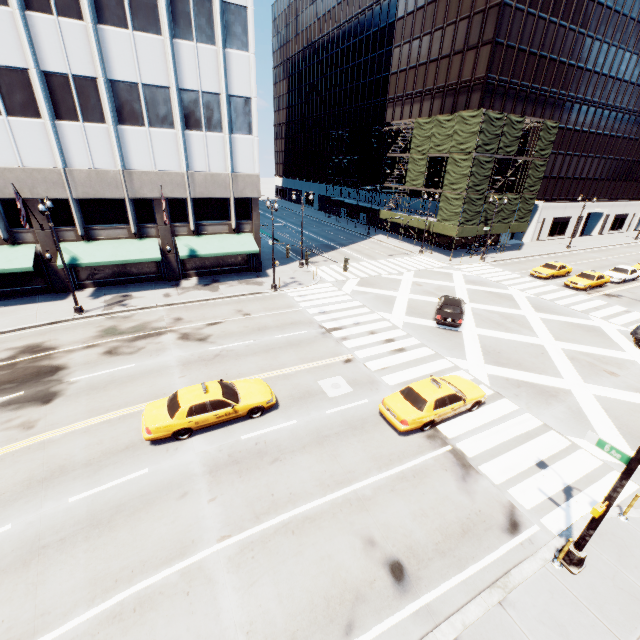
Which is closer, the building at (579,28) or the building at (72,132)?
the building at (72,132)

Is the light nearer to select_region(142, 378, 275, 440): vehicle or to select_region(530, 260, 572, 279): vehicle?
select_region(142, 378, 275, 440): vehicle

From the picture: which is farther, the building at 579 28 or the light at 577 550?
the building at 579 28

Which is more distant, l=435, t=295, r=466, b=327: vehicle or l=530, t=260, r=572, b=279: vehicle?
l=530, t=260, r=572, b=279: vehicle

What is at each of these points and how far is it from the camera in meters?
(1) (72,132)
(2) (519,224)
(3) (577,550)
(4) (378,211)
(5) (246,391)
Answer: (1) building, 21.8
(2) scaffolding, 42.8
(3) light, 8.9
(4) scaffolding, 50.3
(5) vehicle, 14.1

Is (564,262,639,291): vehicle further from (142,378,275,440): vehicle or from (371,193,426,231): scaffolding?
(142,378,275,440): vehicle

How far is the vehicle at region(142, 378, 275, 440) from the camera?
12.30m

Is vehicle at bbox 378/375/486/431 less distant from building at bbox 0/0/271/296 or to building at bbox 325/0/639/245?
building at bbox 0/0/271/296
